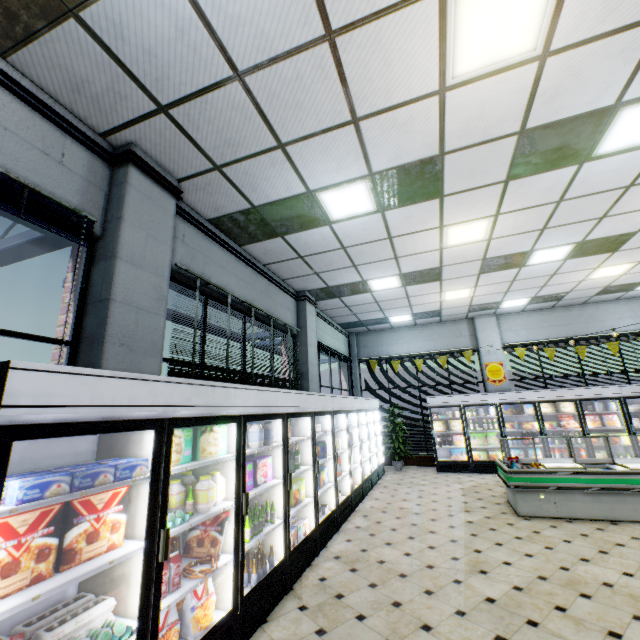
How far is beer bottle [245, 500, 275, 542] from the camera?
3.3 meters

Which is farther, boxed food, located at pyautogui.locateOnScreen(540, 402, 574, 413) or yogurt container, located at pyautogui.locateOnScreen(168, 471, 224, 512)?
boxed food, located at pyautogui.locateOnScreen(540, 402, 574, 413)

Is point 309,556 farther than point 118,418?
Yes

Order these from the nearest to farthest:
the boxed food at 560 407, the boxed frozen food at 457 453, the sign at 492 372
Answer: the boxed food at 560 407
the boxed frozen food at 457 453
the sign at 492 372

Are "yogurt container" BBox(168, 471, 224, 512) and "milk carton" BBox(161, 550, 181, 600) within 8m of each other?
yes

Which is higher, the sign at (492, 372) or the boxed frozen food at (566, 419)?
the sign at (492, 372)

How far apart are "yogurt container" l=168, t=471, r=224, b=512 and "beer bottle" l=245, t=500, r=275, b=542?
0.6m

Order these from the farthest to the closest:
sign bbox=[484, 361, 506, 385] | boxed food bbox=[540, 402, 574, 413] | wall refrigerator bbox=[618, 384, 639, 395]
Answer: sign bbox=[484, 361, 506, 385]
boxed food bbox=[540, 402, 574, 413]
wall refrigerator bbox=[618, 384, 639, 395]
